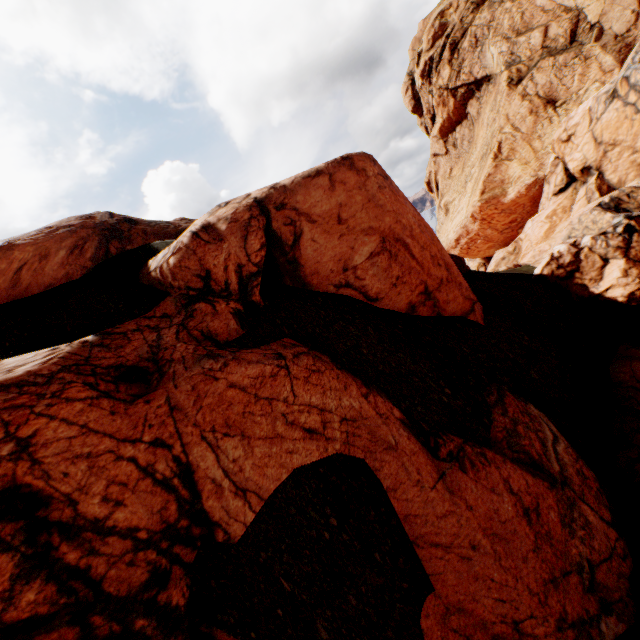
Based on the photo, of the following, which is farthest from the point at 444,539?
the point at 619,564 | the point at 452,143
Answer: the point at 452,143
